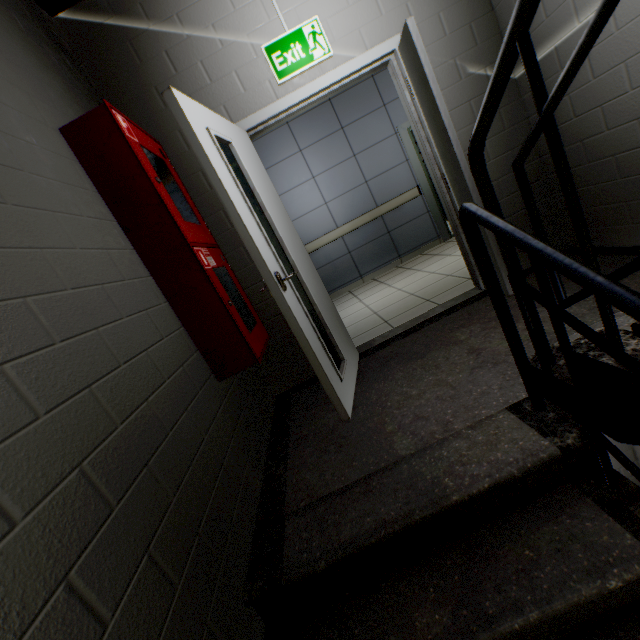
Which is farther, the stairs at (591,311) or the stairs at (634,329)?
the stairs at (591,311)

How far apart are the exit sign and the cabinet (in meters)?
1.02

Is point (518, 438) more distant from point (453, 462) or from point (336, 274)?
point (336, 274)

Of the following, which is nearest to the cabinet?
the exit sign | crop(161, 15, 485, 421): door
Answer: crop(161, 15, 485, 421): door

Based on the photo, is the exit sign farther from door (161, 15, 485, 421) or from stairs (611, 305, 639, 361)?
stairs (611, 305, 639, 361)

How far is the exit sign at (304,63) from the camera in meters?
2.4 m

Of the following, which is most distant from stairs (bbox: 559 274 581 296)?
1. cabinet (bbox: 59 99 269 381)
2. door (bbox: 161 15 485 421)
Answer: cabinet (bbox: 59 99 269 381)

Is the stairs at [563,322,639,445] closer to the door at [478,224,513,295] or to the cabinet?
the door at [478,224,513,295]
